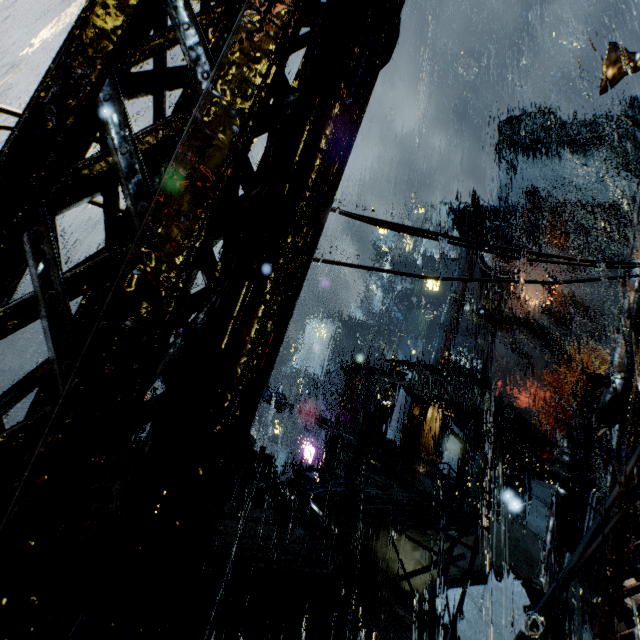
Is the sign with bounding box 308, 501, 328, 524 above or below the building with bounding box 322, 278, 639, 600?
below

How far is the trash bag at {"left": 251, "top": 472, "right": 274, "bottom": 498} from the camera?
14.2 meters

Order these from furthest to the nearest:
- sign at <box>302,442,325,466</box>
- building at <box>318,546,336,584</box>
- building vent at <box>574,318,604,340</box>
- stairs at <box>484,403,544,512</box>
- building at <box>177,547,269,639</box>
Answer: building vent at <box>574,318,604,340</box>, sign at <box>302,442,325,466</box>, stairs at <box>484,403,544,512</box>, building at <box>318,546,336,584</box>, building at <box>177,547,269,639</box>

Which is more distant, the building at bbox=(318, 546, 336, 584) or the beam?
the beam

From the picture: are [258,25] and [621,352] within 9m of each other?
yes

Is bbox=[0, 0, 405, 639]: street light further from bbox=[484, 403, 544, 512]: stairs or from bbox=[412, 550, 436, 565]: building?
bbox=[484, 403, 544, 512]: stairs

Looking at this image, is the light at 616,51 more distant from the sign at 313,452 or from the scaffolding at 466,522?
the sign at 313,452

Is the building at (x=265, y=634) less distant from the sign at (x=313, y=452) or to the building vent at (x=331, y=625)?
the building vent at (x=331, y=625)
